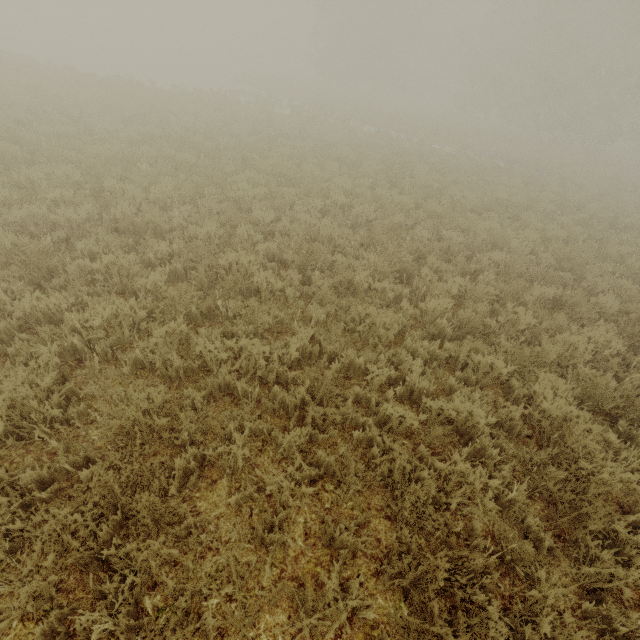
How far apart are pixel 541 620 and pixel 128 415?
4.1m
